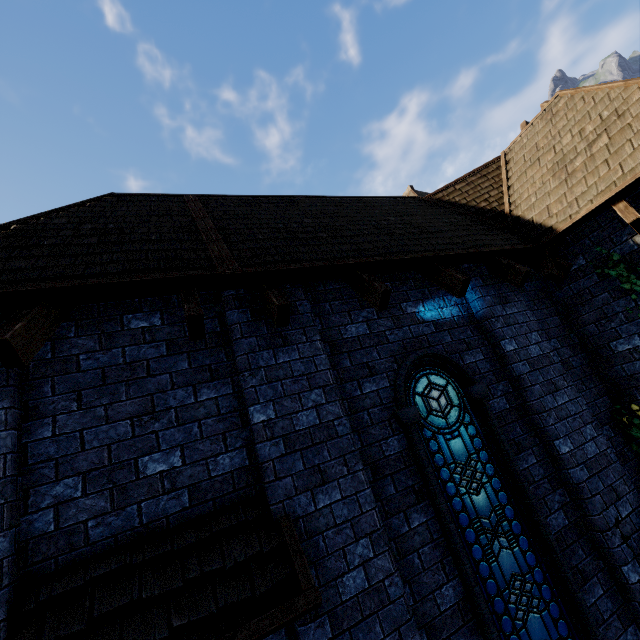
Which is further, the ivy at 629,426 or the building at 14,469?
the ivy at 629,426

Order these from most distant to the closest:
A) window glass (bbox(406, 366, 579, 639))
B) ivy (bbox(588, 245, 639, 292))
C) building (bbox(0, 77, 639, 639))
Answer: ivy (bbox(588, 245, 639, 292)) → window glass (bbox(406, 366, 579, 639)) → building (bbox(0, 77, 639, 639))

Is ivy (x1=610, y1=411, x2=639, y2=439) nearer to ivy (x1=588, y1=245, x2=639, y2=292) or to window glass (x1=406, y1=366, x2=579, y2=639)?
ivy (x1=588, y1=245, x2=639, y2=292)

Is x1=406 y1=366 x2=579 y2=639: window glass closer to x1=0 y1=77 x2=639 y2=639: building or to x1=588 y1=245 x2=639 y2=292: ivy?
x1=0 y1=77 x2=639 y2=639: building

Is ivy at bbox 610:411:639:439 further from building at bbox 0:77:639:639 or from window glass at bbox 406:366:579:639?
window glass at bbox 406:366:579:639

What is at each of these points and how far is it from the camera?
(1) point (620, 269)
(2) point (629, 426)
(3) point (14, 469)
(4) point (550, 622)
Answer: (1) ivy, 4.8 meters
(2) ivy, 4.9 meters
(3) building, 2.6 meters
(4) window glass, 3.5 meters

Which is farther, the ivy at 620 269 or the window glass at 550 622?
the ivy at 620 269
